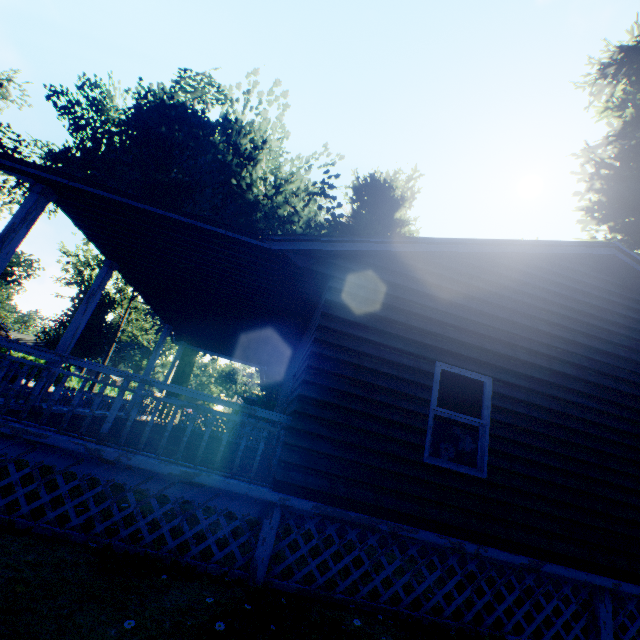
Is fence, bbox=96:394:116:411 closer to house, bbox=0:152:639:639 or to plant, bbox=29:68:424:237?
plant, bbox=29:68:424:237

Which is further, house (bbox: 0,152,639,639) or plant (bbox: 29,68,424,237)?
plant (bbox: 29,68,424,237)

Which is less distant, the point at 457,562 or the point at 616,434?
the point at 457,562

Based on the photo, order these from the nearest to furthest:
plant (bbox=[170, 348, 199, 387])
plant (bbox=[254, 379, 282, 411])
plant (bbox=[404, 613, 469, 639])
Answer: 1. plant (bbox=[404, 613, 469, 639])
2. plant (bbox=[254, 379, 282, 411])
3. plant (bbox=[170, 348, 199, 387])

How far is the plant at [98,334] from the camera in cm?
2061

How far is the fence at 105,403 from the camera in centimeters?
2043cm

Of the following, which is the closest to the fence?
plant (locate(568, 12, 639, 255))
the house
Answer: plant (locate(568, 12, 639, 255))

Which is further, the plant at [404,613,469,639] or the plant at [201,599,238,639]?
the plant at [404,613,469,639]
